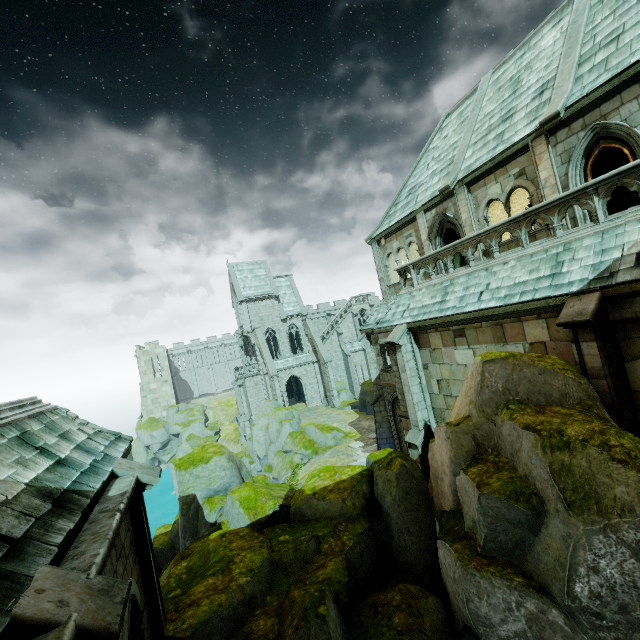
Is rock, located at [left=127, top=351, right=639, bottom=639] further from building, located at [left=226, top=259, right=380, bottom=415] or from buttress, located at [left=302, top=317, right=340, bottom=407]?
buttress, located at [left=302, top=317, right=340, bottom=407]

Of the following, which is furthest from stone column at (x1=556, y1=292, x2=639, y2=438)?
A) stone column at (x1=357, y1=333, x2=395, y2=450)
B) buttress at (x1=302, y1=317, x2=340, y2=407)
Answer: buttress at (x1=302, y1=317, x2=340, y2=407)

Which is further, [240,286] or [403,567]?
[240,286]

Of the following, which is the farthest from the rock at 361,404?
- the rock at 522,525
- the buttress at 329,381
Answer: the rock at 522,525

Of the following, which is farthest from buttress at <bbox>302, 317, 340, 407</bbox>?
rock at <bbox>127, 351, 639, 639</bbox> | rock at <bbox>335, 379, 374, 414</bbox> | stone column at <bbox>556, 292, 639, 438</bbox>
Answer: stone column at <bbox>556, 292, 639, 438</bbox>

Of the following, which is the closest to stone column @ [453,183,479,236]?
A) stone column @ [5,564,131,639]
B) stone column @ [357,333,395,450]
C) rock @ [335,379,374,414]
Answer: stone column @ [357,333,395,450]

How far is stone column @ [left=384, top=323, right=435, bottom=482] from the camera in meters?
13.1

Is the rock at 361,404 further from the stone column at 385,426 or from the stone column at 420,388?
the stone column at 420,388
